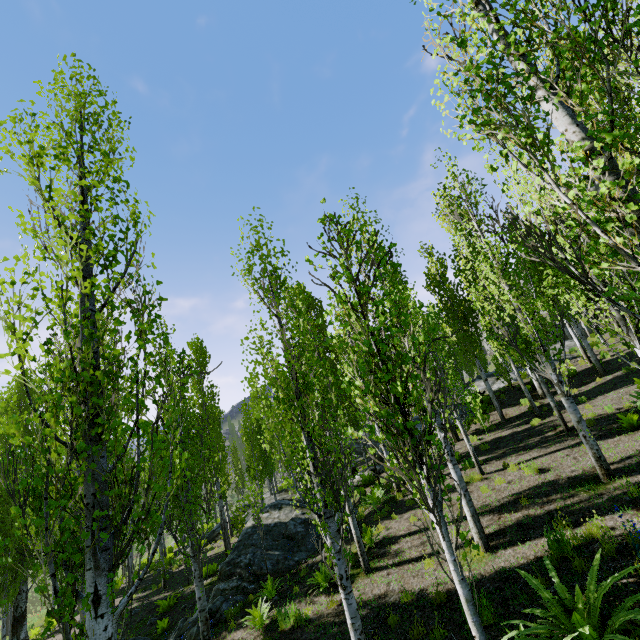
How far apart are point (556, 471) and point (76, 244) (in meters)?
13.02

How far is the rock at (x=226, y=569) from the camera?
10.31m

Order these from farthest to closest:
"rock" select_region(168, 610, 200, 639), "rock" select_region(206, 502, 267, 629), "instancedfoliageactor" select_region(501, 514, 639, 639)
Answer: "rock" select_region(206, 502, 267, 629), "rock" select_region(168, 610, 200, 639), "instancedfoliageactor" select_region(501, 514, 639, 639)

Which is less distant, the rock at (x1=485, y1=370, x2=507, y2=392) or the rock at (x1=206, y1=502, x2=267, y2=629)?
the rock at (x1=206, y1=502, x2=267, y2=629)

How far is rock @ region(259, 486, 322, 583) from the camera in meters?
11.5

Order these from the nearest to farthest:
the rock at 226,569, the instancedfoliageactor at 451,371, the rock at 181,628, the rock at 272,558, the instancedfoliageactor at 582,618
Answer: the instancedfoliageactor at 451,371
the instancedfoliageactor at 582,618
the rock at 181,628
the rock at 226,569
the rock at 272,558

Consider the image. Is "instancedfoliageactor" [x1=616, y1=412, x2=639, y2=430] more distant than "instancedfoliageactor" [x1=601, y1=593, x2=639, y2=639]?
Yes
